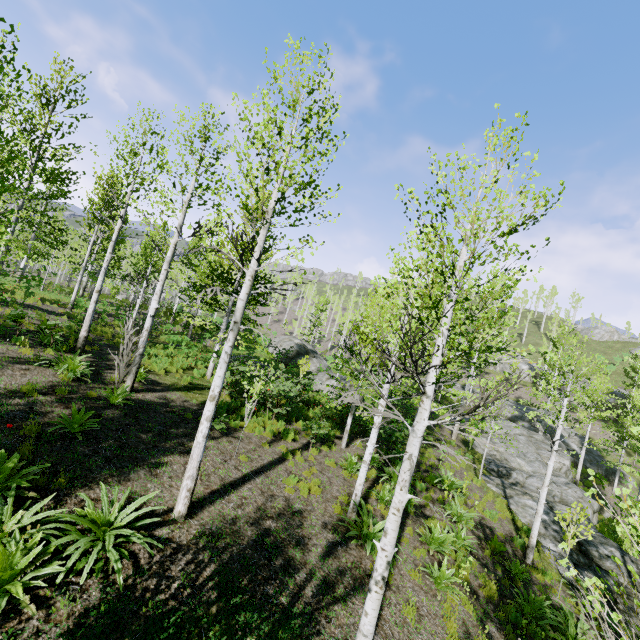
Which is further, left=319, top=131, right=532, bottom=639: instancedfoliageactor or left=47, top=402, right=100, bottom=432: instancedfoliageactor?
left=47, top=402, right=100, bottom=432: instancedfoliageactor

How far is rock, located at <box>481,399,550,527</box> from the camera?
15.8 meters

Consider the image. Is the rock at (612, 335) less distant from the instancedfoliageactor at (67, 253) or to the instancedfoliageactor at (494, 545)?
the instancedfoliageactor at (67, 253)

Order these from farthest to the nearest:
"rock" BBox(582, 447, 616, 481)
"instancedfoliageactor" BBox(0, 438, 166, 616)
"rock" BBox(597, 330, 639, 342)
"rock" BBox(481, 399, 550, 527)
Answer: "rock" BBox(597, 330, 639, 342) < "rock" BBox(582, 447, 616, 481) < "rock" BBox(481, 399, 550, 527) < "instancedfoliageactor" BBox(0, 438, 166, 616)

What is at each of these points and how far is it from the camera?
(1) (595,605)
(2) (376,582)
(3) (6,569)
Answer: (1) instancedfoliageactor, 3.2m
(2) instancedfoliageactor, 4.4m
(3) instancedfoliageactor, 4.0m

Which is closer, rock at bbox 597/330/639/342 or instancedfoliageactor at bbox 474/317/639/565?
instancedfoliageactor at bbox 474/317/639/565

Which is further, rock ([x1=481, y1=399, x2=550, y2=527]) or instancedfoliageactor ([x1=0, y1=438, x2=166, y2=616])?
rock ([x1=481, y1=399, x2=550, y2=527])

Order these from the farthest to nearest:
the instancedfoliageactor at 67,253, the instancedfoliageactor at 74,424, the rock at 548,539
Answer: the rock at 548,539 < the instancedfoliageactor at 74,424 < the instancedfoliageactor at 67,253
